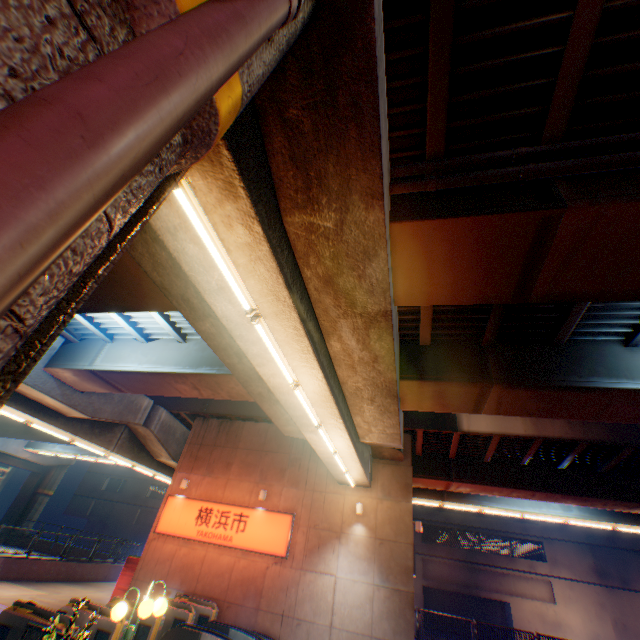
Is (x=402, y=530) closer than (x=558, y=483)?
Yes

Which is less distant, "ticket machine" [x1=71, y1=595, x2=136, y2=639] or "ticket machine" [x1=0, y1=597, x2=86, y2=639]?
"ticket machine" [x1=0, y1=597, x2=86, y2=639]

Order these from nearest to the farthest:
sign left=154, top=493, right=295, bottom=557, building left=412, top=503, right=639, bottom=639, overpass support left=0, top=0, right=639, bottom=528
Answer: overpass support left=0, top=0, right=639, bottom=528, sign left=154, top=493, right=295, bottom=557, building left=412, top=503, right=639, bottom=639

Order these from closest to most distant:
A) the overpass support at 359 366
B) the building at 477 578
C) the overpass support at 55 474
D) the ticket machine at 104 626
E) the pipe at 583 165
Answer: the overpass support at 359 366
the pipe at 583 165
the ticket machine at 104 626
the overpass support at 55 474
the building at 477 578

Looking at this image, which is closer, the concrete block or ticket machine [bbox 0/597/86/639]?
ticket machine [bbox 0/597/86/639]

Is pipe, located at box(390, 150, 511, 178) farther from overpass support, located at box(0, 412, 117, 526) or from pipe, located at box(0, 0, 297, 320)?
pipe, located at box(0, 0, 297, 320)

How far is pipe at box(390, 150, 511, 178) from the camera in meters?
5.2

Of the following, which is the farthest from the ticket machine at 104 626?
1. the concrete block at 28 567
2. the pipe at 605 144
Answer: the pipe at 605 144
